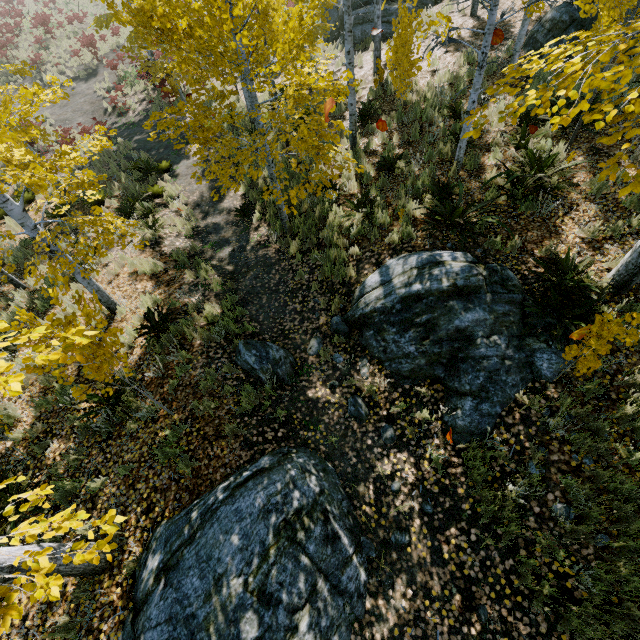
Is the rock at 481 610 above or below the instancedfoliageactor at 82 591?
below

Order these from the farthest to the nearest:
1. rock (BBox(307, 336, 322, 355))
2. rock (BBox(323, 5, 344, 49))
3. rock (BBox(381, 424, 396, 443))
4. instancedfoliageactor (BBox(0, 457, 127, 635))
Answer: rock (BBox(323, 5, 344, 49))
rock (BBox(307, 336, 322, 355))
rock (BBox(381, 424, 396, 443))
instancedfoliageactor (BBox(0, 457, 127, 635))

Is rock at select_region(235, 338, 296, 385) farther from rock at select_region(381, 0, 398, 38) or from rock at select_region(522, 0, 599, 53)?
rock at select_region(522, 0, 599, 53)

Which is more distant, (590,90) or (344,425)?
(590,90)

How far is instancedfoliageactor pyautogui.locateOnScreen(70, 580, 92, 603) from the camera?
3.9m

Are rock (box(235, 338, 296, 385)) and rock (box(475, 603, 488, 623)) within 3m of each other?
no

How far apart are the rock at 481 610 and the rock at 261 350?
3.9m

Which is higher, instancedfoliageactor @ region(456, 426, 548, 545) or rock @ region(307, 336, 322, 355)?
instancedfoliageactor @ region(456, 426, 548, 545)
